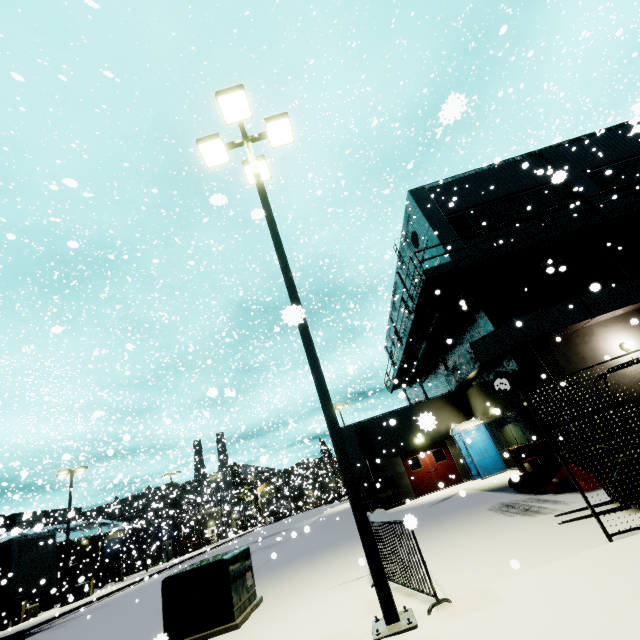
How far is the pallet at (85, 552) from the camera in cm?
3358

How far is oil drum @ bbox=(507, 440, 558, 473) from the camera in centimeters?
1225cm

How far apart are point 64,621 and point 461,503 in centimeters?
2247cm

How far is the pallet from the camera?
33.6 meters

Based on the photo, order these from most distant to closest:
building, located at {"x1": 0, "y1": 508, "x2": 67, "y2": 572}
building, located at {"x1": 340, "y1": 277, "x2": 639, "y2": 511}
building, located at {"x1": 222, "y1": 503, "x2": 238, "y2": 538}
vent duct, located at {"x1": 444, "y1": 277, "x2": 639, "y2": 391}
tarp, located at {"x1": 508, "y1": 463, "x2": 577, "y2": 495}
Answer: building, located at {"x1": 222, "y1": 503, "x2": 238, "y2": 538}
building, located at {"x1": 340, "y1": 277, "x2": 639, "y2": 511}
vent duct, located at {"x1": 444, "y1": 277, "x2": 639, "y2": 391}
tarp, located at {"x1": 508, "y1": 463, "x2": 577, "y2": 495}
building, located at {"x1": 0, "y1": 508, "x2": 67, "y2": 572}

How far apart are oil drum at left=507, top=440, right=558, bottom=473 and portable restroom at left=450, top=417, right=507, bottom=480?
3.8 meters

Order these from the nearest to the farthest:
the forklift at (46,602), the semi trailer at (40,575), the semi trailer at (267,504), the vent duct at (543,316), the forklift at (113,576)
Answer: the vent duct at (543,316), the semi trailer at (40,575), the forklift at (46,602), the forklift at (113,576), the semi trailer at (267,504)

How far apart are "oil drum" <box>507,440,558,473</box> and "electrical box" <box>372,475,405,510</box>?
7.1 meters
